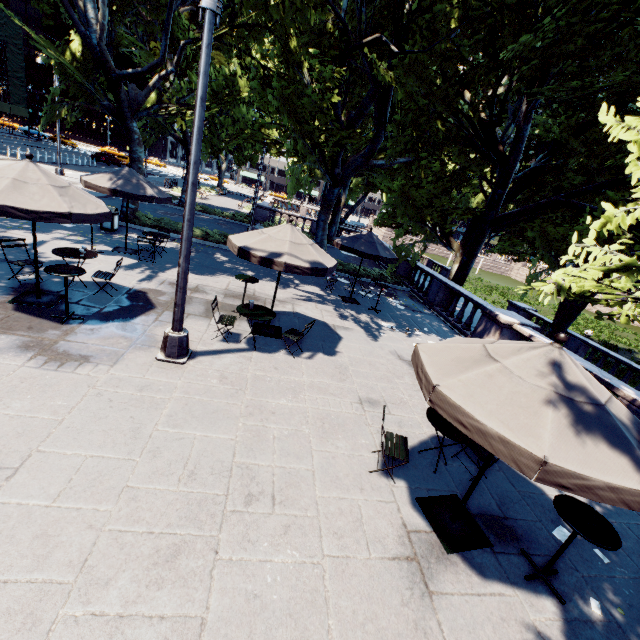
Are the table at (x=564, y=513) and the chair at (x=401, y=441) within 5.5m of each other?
yes

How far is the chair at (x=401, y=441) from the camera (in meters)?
5.00

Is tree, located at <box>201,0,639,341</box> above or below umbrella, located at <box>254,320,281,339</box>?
above

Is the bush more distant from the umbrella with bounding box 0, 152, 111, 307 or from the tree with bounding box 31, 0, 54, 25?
the umbrella with bounding box 0, 152, 111, 307

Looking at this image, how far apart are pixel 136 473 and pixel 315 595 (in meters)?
2.66

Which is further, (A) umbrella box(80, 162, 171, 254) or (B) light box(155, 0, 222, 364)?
(A) umbrella box(80, 162, 171, 254)

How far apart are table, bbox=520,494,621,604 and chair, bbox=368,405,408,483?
1.93m

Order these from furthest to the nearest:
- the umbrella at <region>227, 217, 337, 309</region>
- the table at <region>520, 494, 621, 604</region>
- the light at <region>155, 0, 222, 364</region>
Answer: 1. the umbrella at <region>227, 217, 337, 309</region>
2. the light at <region>155, 0, 222, 364</region>
3. the table at <region>520, 494, 621, 604</region>
